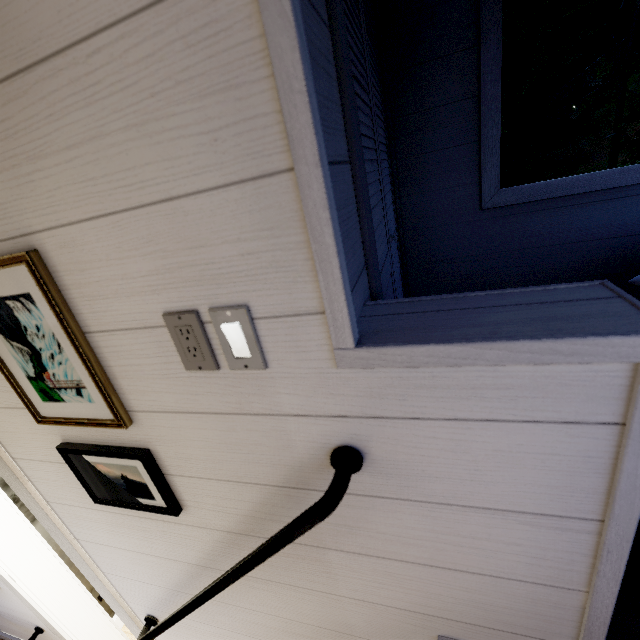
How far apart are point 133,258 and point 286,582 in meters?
1.0

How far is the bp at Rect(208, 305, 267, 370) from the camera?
0.57m

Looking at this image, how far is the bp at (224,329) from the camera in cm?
57
